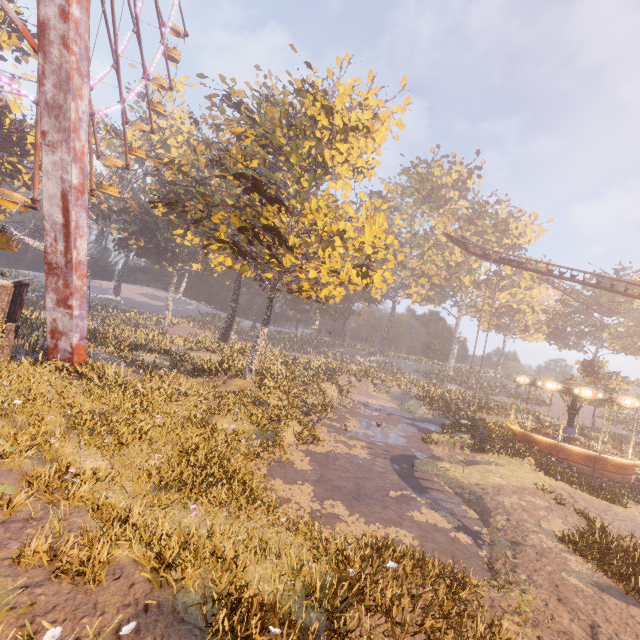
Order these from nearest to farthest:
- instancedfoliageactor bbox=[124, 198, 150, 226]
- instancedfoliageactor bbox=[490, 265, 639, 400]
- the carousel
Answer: the carousel < instancedfoliageactor bbox=[490, 265, 639, 400] < instancedfoliageactor bbox=[124, 198, 150, 226]

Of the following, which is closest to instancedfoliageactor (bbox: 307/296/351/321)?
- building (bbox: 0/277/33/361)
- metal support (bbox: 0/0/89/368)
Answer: metal support (bbox: 0/0/89/368)

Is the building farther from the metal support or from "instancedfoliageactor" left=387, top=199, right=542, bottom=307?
"instancedfoliageactor" left=387, top=199, right=542, bottom=307

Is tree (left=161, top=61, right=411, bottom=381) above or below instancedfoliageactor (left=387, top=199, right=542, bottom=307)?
below

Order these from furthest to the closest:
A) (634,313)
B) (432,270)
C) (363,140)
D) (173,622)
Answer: (634,313)
(432,270)
(363,140)
(173,622)

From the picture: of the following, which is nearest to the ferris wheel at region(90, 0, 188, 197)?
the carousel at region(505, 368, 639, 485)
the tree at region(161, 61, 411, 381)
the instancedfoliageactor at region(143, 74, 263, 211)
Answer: the tree at region(161, 61, 411, 381)

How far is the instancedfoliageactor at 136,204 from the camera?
47.0 meters

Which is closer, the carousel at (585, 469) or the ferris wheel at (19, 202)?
the ferris wheel at (19, 202)
